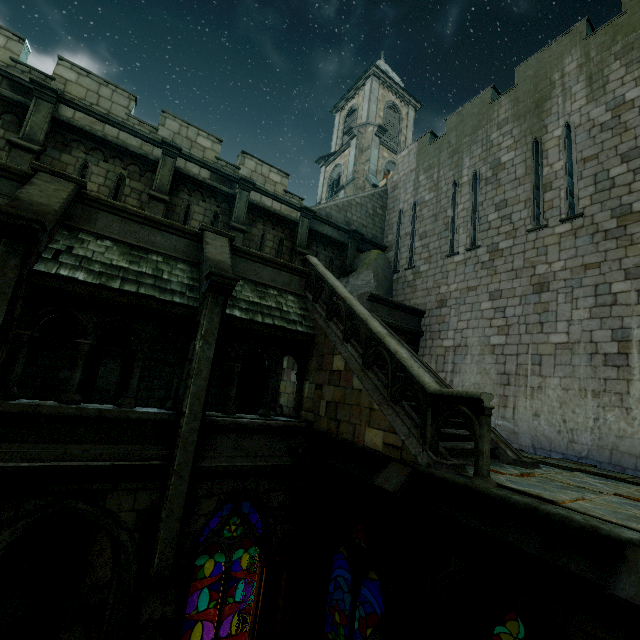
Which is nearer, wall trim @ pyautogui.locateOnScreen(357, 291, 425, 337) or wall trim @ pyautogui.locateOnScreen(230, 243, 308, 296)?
wall trim @ pyautogui.locateOnScreen(230, 243, 308, 296)

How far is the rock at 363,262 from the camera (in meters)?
14.34

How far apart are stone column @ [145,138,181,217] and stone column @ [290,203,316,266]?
5.0m

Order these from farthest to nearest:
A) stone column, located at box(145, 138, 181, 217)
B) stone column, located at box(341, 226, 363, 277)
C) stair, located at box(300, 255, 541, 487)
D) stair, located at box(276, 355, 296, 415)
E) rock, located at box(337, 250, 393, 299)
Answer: stone column, located at box(341, 226, 363, 277) < rock, located at box(337, 250, 393, 299) < stone column, located at box(145, 138, 181, 217) < stair, located at box(276, 355, 296, 415) < stair, located at box(300, 255, 541, 487)

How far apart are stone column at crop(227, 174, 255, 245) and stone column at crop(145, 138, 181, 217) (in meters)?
2.14

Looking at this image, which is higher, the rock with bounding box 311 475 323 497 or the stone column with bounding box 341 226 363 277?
the stone column with bounding box 341 226 363 277

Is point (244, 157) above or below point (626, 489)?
above

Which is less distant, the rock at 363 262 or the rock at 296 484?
the rock at 296 484
